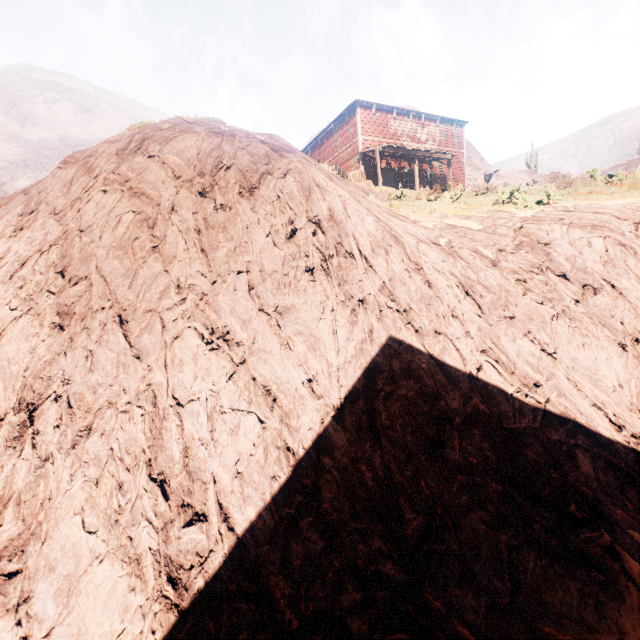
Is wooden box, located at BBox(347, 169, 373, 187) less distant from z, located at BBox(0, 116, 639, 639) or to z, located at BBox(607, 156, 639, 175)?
z, located at BBox(0, 116, 639, 639)

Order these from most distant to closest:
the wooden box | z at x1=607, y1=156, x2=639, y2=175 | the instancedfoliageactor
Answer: the instancedfoliageactor < the wooden box < z at x1=607, y1=156, x2=639, y2=175

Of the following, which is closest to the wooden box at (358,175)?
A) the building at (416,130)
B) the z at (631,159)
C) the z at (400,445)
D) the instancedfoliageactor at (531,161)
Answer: the z at (400,445)

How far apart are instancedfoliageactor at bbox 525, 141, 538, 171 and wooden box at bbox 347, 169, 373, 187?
38.5 meters

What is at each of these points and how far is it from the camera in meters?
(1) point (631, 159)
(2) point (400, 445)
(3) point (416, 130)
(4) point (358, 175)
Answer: (1) z, 58.6
(2) z, 4.0
(3) building, 22.8
(4) wooden box, 15.8

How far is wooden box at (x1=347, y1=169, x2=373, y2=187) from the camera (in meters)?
14.48

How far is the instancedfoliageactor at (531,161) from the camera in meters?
42.2

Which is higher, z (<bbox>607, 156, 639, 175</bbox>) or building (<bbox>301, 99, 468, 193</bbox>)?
z (<bbox>607, 156, 639, 175</bbox>)
